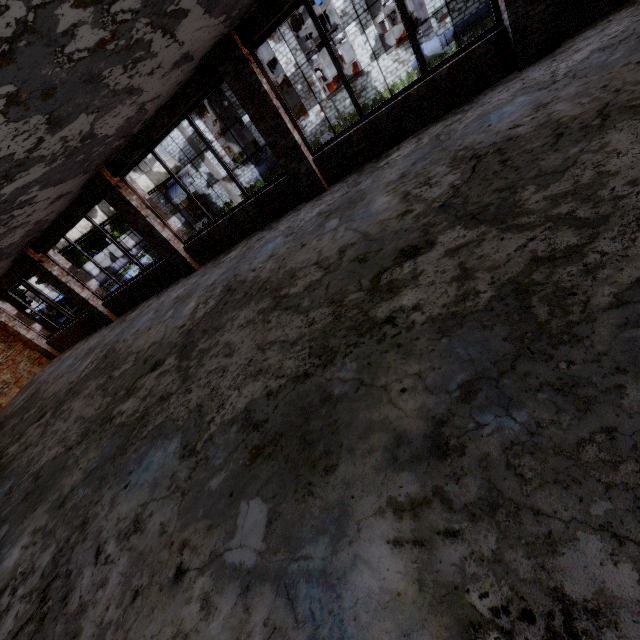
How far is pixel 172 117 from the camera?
6.87m

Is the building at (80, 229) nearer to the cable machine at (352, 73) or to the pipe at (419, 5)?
the cable machine at (352, 73)

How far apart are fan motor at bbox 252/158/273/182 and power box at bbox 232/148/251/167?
2.42m

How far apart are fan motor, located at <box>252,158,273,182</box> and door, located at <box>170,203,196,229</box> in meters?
7.8

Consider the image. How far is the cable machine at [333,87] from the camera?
24.24m

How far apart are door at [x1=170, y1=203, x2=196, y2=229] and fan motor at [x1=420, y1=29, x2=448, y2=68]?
21.30m

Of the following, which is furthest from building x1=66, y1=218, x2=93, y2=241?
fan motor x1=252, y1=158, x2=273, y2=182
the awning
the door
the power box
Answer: fan motor x1=252, y1=158, x2=273, y2=182

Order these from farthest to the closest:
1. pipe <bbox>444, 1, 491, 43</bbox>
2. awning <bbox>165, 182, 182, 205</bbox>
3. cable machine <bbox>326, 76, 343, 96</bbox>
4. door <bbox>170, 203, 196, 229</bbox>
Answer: door <bbox>170, 203, 196, 229</bbox> → awning <bbox>165, 182, 182, 205</bbox> → cable machine <bbox>326, 76, 343, 96</bbox> → pipe <bbox>444, 1, 491, 43</bbox>
